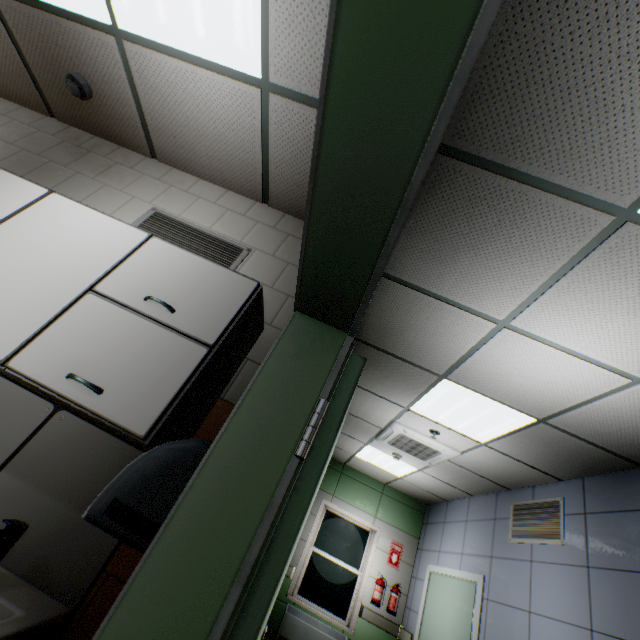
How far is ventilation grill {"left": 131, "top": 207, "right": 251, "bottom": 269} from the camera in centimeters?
210cm

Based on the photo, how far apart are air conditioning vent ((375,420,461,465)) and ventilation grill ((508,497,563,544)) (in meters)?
1.00

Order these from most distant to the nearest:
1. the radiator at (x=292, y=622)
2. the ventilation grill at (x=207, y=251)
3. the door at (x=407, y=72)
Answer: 1. the radiator at (x=292, y=622)
2. the ventilation grill at (x=207, y=251)
3. the door at (x=407, y=72)

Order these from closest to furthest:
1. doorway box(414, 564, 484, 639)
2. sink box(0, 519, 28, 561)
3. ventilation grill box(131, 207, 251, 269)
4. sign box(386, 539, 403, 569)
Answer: sink box(0, 519, 28, 561) → ventilation grill box(131, 207, 251, 269) → doorway box(414, 564, 484, 639) → sign box(386, 539, 403, 569)

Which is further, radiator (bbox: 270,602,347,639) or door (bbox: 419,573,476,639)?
radiator (bbox: 270,602,347,639)

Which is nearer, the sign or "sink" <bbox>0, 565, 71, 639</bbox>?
"sink" <bbox>0, 565, 71, 639</bbox>

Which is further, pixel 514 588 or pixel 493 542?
pixel 493 542

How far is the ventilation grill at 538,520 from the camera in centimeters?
363cm
